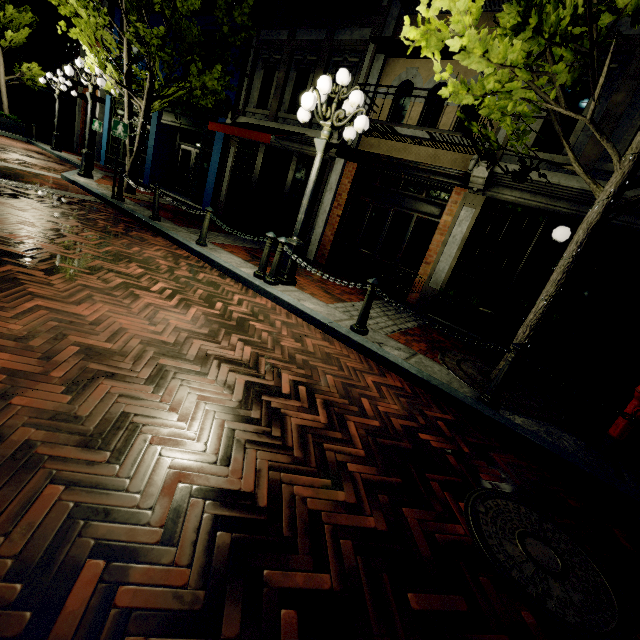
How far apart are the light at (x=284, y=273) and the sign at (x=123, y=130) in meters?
5.5 m

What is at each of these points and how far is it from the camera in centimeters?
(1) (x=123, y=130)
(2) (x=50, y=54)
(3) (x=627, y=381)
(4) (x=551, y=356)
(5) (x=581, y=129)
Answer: (1) sign, 836cm
(2) building, 2317cm
(3) planter, 592cm
(4) planter, 655cm
(5) building, 654cm

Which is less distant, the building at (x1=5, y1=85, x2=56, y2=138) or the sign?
the sign

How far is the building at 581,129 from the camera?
6.3m

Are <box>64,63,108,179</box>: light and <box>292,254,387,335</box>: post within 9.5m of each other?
no

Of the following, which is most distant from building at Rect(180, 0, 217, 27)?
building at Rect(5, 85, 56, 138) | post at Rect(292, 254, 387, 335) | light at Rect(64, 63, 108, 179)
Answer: building at Rect(5, 85, 56, 138)

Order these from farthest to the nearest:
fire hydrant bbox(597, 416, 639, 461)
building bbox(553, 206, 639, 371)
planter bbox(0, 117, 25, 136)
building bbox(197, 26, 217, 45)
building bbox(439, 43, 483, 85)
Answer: planter bbox(0, 117, 25, 136) < building bbox(197, 26, 217, 45) < building bbox(439, 43, 483, 85) < building bbox(553, 206, 639, 371) < fire hydrant bbox(597, 416, 639, 461)

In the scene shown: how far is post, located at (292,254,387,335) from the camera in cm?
469
